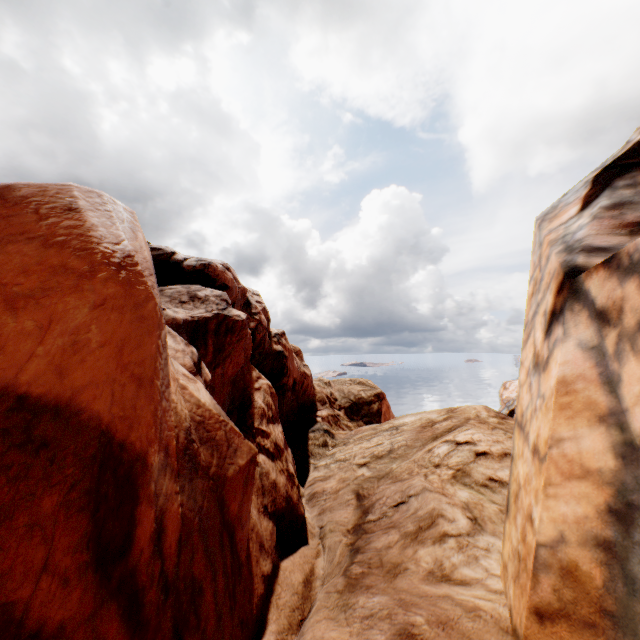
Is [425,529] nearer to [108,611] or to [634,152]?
[108,611]
